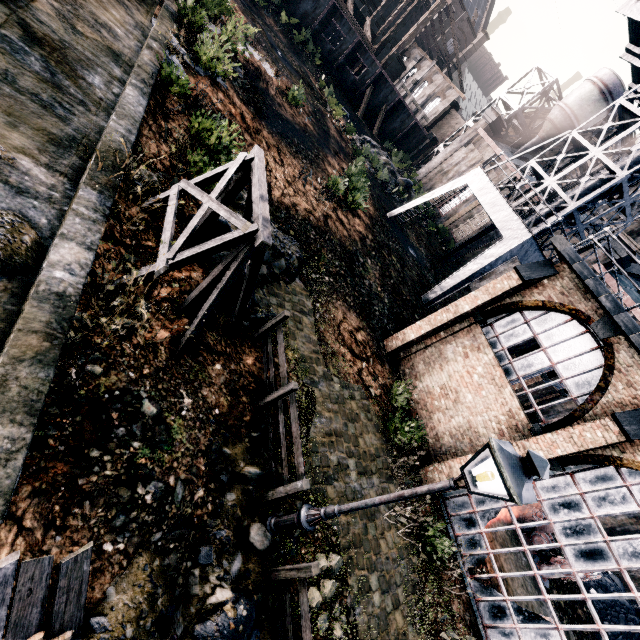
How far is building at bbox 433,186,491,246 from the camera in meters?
37.8 m

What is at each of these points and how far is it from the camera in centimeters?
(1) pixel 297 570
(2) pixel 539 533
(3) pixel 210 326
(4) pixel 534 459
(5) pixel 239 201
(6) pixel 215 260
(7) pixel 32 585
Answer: (1) wooden railing, 585cm
(2) pulley, 1702cm
(3) stone debris, 842cm
(4) street light, 405cm
(5) stone debris, 1190cm
(6) stone debris, 921cm
(7) wood pile, 409cm

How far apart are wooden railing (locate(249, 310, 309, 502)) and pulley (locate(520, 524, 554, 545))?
17.4 meters

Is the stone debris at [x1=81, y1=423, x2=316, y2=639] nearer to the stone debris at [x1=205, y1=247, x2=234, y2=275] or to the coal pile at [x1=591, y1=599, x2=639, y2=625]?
the stone debris at [x1=205, y1=247, x2=234, y2=275]

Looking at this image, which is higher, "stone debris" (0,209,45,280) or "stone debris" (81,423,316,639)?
"stone debris" (0,209,45,280)

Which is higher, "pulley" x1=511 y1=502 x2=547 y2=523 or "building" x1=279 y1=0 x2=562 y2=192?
"building" x1=279 y1=0 x2=562 y2=192

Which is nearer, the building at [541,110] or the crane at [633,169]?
the crane at [633,169]

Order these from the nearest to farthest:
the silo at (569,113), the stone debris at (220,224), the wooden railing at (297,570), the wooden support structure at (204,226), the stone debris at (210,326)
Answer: the wooden railing at (297,570) → the wooden support structure at (204,226) → the stone debris at (210,326) → the stone debris at (220,224) → the silo at (569,113)
